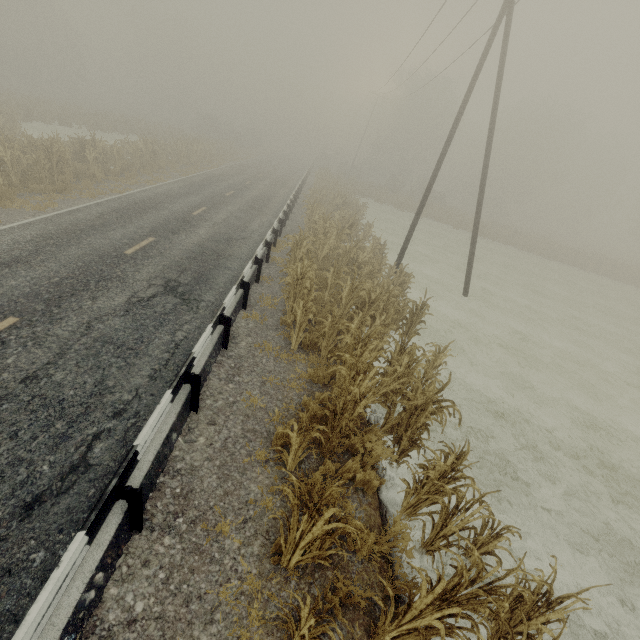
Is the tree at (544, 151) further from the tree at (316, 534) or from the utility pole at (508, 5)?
the utility pole at (508, 5)

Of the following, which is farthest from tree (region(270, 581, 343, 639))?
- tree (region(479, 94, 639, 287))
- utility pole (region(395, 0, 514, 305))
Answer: tree (region(479, 94, 639, 287))

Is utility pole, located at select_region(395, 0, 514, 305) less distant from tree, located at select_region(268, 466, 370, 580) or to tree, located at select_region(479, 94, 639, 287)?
tree, located at select_region(268, 466, 370, 580)

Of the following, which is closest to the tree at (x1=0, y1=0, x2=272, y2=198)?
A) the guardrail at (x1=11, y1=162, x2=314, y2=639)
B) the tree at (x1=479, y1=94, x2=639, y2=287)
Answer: the guardrail at (x1=11, y1=162, x2=314, y2=639)

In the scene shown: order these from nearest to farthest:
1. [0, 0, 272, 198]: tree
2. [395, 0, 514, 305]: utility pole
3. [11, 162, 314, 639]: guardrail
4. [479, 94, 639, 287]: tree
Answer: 1. [11, 162, 314, 639]: guardrail
2. [395, 0, 514, 305]: utility pole
3. [0, 0, 272, 198]: tree
4. [479, 94, 639, 287]: tree

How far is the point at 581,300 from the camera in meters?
23.3 m

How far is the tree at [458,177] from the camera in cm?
3678

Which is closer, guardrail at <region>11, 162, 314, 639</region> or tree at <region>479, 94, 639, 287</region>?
guardrail at <region>11, 162, 314, 639</region>
